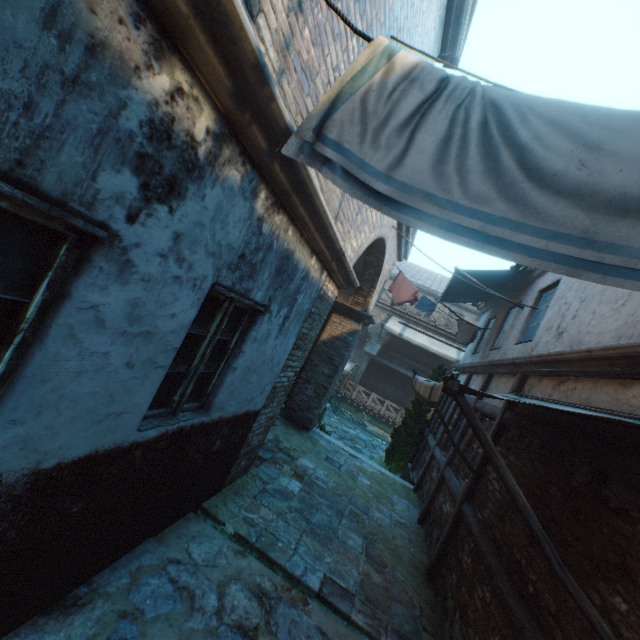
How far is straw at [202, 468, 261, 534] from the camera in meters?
4.4 m

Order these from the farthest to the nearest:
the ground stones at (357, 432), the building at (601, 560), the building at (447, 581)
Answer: the ground stones at (357, 432) → the building at (447, 581) → the building at (601, 560)

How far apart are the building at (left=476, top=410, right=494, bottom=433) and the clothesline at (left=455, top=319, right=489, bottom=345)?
2.9 meters

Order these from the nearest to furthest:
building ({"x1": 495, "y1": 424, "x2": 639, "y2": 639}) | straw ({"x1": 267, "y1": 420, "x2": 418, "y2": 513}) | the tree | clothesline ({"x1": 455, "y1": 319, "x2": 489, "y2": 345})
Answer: building ({"x1": 495, "y1": 424, "x2": 639, "y2": 639}) → straw ({"x1": 267, "y1": 420, "x2": 418, "y2": 513}) → clothesline ({"x1": 455, "y1": 319, "x2": 489, "y2": 345}) → the tree

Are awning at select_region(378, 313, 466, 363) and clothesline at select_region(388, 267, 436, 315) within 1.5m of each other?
no

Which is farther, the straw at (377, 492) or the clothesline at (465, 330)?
the clothesline at (465, 330)

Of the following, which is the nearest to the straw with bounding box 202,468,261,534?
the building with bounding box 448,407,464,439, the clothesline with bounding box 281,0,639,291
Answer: the building with bounding box 448,407,464,439

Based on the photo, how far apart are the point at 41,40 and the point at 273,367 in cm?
387
